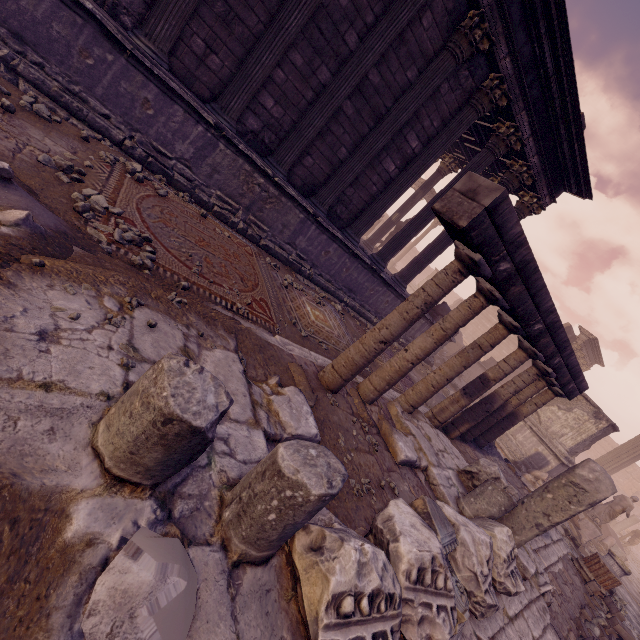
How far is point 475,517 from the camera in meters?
4.2 m

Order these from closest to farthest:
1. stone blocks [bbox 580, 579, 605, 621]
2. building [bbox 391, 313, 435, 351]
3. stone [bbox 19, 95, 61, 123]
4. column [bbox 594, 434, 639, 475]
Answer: stone [bbox 19, 95, 61, 123]
stone blocks [bbox 580, 579, 605, 621]
building [bbox 391, 313, 435, 351]
column [bbox 594, 434, 639, 475]

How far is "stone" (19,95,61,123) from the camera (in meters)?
4.39

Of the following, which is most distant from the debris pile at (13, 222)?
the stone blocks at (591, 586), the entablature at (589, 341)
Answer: the entablature at (589, 341)

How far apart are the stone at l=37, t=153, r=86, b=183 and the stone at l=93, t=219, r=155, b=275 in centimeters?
18cm

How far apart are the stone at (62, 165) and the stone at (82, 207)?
0.2 meters

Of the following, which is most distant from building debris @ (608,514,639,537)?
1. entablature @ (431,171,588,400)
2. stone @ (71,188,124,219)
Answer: stone @ (71,188,124,219)

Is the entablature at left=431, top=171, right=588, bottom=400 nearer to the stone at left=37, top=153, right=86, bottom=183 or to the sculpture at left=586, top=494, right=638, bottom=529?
the stone at left=37, top=153, right=86, bottom=183
